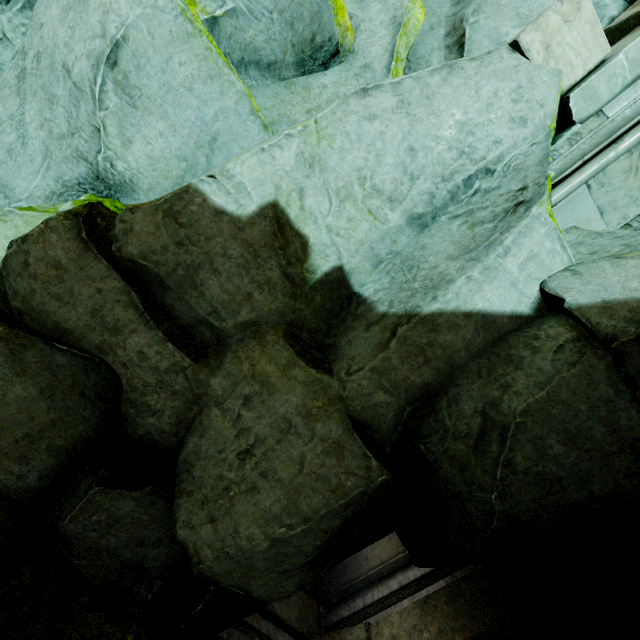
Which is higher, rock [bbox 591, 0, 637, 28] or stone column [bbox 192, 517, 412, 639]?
rock [bbox 591, 0, 637, 28]

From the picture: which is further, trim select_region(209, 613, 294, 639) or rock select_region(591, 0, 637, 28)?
trim select_region(209, 613, 294, 639)

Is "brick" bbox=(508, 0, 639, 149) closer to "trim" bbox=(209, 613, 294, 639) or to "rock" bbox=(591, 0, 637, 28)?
"rock" bbox=(591, 0, 637, 28)

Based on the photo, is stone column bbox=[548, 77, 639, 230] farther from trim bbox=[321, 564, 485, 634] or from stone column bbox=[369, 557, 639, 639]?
trim bbox=[321, 564, 485, 634]

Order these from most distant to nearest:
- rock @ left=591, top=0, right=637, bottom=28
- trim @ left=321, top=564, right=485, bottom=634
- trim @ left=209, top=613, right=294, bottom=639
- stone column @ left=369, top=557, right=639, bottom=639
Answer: trim @ left=321, top=564, right=485, bottom=634 < trim @ left=209, top=613, right=294, bottom=639 < stone column @ left=369, top=557, right=639, bottom=639 < rock @ left=591, top=0, right=637, bottom=28

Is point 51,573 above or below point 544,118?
below

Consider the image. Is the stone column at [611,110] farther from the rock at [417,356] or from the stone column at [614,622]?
the stone column at [614,622]

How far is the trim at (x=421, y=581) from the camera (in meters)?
4.88
